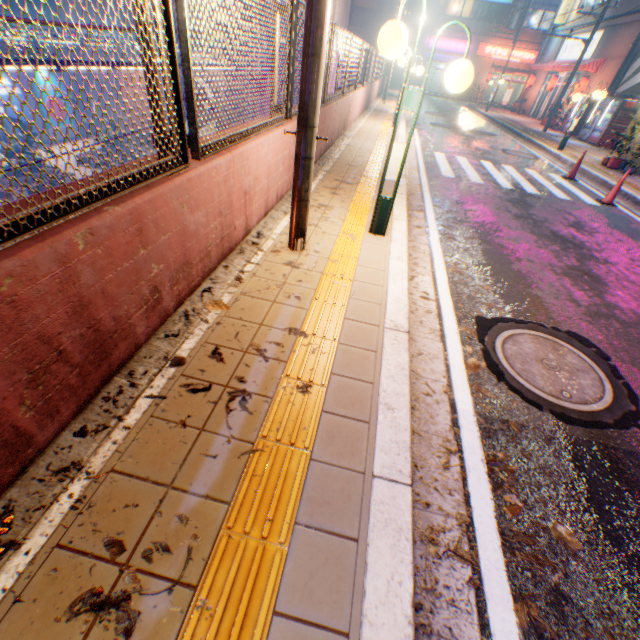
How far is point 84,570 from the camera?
1.4m

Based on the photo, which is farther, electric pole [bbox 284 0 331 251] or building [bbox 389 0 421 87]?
building [bbox 389 0 421 87]

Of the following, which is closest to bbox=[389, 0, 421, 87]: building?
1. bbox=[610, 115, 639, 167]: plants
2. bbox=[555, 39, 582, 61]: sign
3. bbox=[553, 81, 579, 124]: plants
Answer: bbox=[555, 39, 582, 61]: sign

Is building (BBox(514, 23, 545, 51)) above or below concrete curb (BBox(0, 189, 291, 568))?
above

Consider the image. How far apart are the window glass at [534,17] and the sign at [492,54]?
1.6m

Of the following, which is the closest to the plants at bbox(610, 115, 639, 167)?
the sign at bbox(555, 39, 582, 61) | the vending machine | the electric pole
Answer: the vending machine

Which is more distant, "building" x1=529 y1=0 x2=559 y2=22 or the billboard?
"building" x1=529 y1=0 x2=559 y2=22
